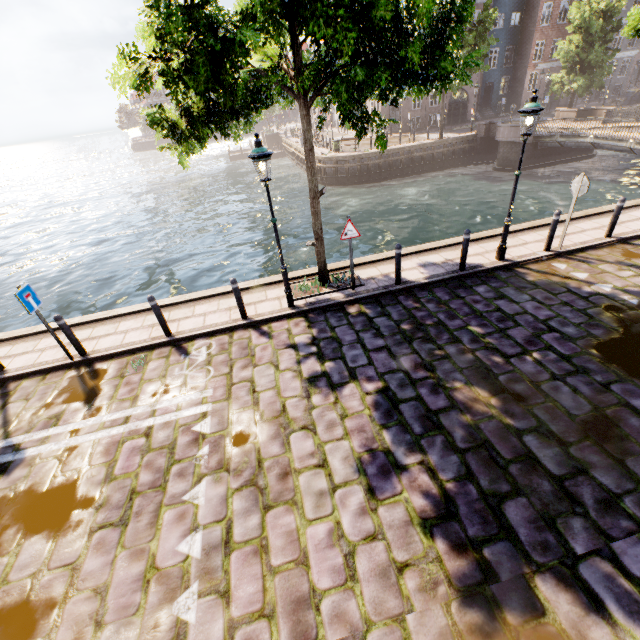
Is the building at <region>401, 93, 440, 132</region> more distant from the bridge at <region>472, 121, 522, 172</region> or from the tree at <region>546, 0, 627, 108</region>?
the bridge at <region>472, 121, 522, 172</region>

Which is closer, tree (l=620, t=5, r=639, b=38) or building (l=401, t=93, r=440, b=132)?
tree (l=620, t=5, r=639, b=38)

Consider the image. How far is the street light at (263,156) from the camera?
6.2 meters

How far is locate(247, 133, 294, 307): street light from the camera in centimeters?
617cm

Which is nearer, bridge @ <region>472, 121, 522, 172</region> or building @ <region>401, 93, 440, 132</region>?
bridge @ <region>472, 121, 522, 172</region>

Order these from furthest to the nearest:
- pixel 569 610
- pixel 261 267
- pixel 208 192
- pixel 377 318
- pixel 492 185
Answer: pixel 208 192 < pixel 492 185 < pixel 261 267 < pixel 377 318 < pixel 569 610

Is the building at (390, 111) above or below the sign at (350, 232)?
above

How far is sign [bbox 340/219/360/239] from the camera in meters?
7.6
